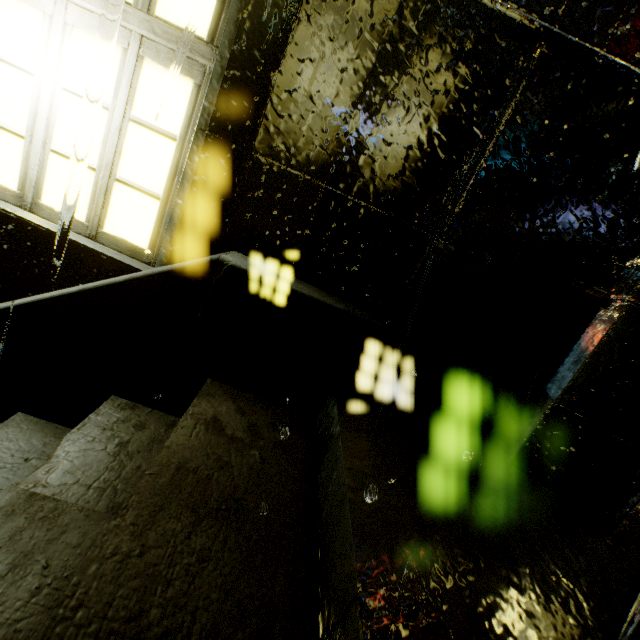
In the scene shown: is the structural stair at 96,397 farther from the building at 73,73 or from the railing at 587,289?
the railing at 587,289

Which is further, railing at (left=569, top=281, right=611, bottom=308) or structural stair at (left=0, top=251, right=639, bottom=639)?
railing at (left=569, top=281, right=611, bottom=308)

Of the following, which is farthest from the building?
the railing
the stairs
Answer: the stairs

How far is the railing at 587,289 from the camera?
2.0 meters

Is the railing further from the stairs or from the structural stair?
the stairs

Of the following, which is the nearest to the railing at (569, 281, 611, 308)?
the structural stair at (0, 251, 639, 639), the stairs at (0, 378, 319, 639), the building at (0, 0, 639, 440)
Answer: the building at (0, 0, 639, 440)

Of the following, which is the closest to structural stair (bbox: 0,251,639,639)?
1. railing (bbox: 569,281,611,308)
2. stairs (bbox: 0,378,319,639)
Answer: stairs (bbox: 0,378,319,639)

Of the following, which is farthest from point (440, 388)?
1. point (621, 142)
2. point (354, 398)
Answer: point (621, 142)
